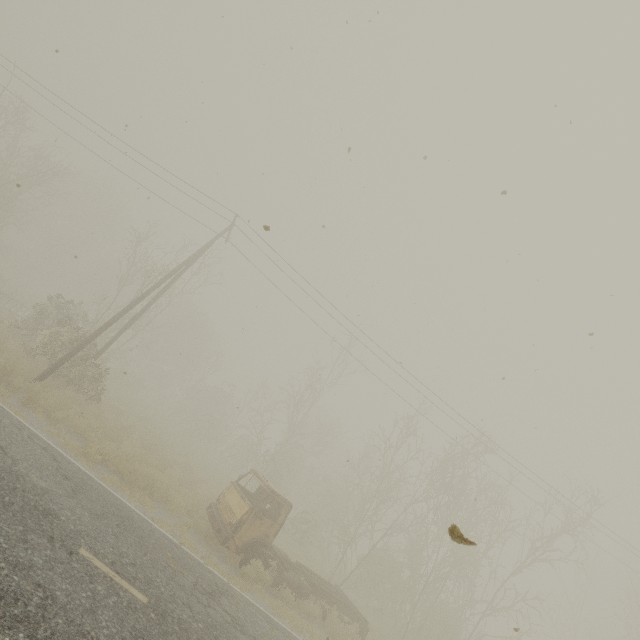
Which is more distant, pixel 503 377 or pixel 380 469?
pixel 380 469
